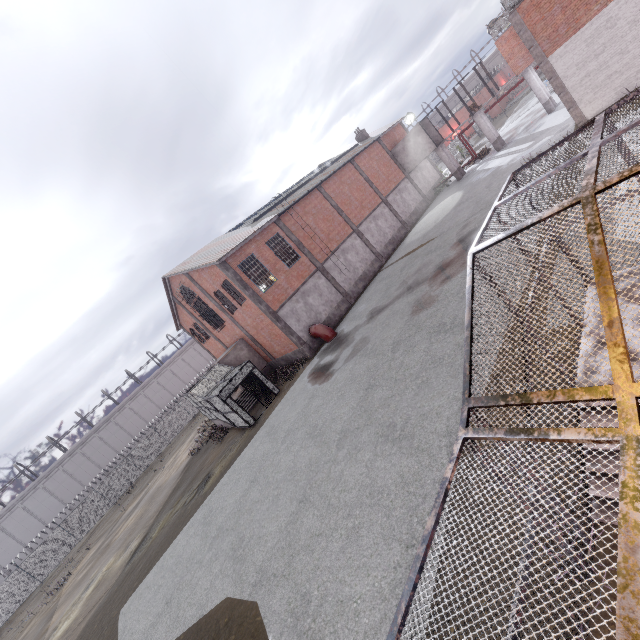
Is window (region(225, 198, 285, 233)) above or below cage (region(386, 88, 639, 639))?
above

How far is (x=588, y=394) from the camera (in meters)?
2.81

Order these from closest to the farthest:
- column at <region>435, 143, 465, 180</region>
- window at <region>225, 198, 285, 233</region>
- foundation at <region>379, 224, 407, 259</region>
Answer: window at <region>225, 198, 285, 233</region>, foundation at <region>379, 224, 407, 259</region>, column at <region>435, 143, 465, 180</region>

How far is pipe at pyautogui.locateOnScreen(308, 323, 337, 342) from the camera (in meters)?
22.06

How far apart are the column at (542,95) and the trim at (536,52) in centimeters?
978cm

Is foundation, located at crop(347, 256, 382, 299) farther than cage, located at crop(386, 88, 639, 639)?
Yes

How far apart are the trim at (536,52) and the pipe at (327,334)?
18.6m

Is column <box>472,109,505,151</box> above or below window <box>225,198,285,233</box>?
below
